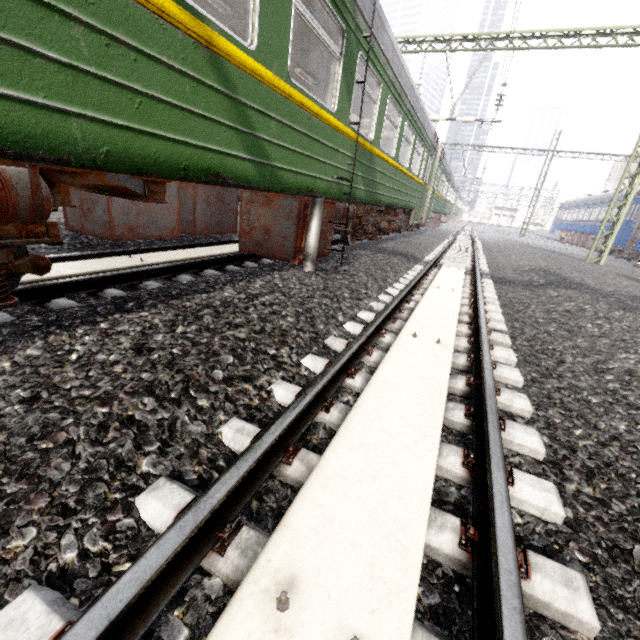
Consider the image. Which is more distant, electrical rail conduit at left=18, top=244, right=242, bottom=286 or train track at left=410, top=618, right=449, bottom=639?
electrical rail conduit at left=18, top=244, right=242, bottom=286

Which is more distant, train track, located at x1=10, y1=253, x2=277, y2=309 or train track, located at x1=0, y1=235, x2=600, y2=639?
train track, located at x1=10, y1=253, x2=277, y2=309

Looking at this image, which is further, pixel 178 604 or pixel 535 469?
pixel 535 469

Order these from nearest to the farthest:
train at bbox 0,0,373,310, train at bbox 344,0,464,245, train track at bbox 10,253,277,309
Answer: train at bbox 0,0,373,310 → train track at bbox 10,253,277,309 → train at bbox 344,0,464,245

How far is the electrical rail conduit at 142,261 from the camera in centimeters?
341cm

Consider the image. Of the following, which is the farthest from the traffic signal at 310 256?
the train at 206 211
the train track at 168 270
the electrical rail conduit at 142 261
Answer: the electrical rail conduit at 142 261

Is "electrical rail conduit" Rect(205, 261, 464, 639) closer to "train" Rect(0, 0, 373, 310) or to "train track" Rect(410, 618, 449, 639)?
"train track" Rect(410, 618, 449, 639)

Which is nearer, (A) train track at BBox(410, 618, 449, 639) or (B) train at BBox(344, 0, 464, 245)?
(A) train track at BBox(410, 618, 449, 639)
